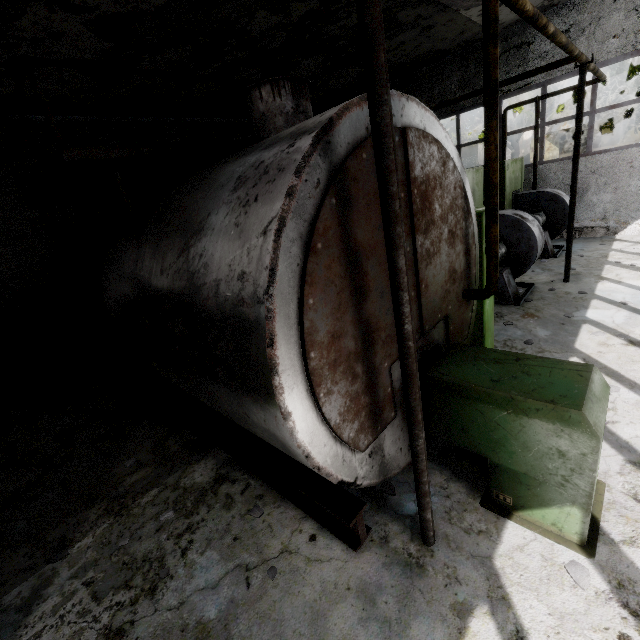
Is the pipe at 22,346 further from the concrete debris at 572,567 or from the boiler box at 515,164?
the concrete debris at 572,567

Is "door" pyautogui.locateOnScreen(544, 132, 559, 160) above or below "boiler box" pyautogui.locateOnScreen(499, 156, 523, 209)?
above

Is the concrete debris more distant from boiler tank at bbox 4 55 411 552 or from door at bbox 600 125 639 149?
door at bbox 600 125 639 149

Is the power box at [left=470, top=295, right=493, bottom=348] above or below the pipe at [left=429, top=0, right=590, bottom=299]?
below

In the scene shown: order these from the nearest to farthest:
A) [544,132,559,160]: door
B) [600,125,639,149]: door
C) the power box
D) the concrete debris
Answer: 1. the concrete debris
2. the power box
3. [600,125,639,149]: door
4. [544,132,559,160]: door

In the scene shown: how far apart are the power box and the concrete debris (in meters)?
2.98

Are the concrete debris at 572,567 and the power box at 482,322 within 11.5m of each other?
yes

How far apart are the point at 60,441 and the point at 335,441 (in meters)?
5.78
